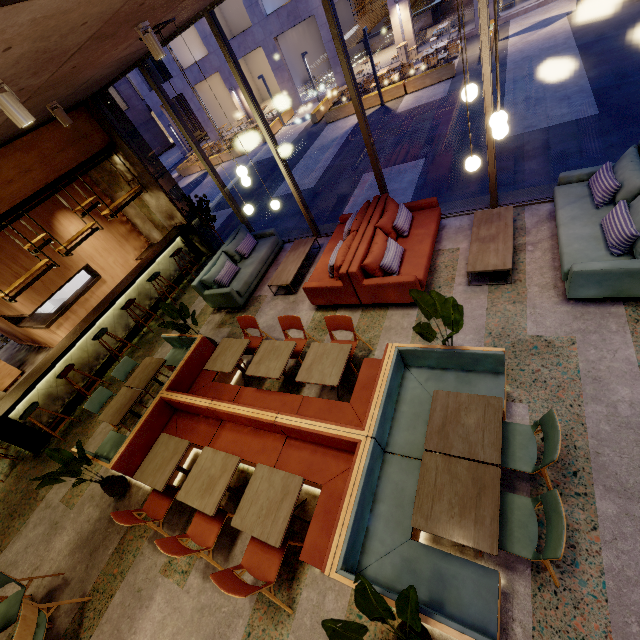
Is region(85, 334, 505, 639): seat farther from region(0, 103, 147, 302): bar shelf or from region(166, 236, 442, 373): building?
region(0, 103, 147, 302): bar shelf

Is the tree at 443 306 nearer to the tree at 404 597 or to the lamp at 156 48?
the tree at 404 597

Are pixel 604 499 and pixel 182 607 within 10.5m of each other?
yes

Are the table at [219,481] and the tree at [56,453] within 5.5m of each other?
yes

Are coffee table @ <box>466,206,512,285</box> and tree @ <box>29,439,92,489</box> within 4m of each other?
no

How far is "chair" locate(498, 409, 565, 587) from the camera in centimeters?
233cm

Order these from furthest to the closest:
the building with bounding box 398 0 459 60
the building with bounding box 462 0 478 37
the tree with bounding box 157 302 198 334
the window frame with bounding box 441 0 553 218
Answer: the building with bounding box 398 0 459 60 < the building with bounding box 462 0 478 37 < the tree with bounding box 157 302 198 334 < the window frame with bounding box 441 0 553 218

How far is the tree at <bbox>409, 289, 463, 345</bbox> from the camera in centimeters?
341cm
